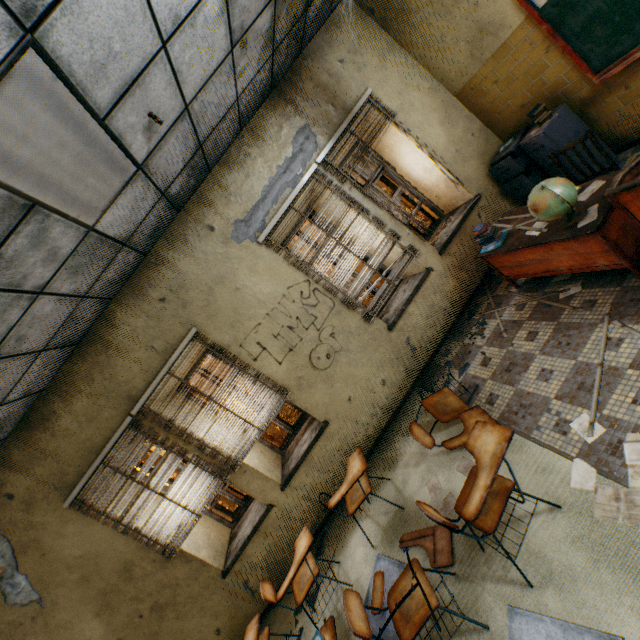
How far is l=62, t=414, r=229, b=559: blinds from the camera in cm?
394

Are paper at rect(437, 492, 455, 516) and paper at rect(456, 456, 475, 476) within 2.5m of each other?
yes

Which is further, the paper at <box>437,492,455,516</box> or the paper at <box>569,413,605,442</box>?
the paper at <box>437,492,455,516</box>

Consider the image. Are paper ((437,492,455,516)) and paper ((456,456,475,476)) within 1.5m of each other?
yes

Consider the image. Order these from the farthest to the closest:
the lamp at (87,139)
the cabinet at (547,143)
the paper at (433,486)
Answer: the cabinet at (547,143)
the paper at (433,486)
the lamp at (87,139)

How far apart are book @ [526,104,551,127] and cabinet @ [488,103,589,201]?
0.0 meters

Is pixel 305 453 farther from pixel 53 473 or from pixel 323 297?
pixel 53 473

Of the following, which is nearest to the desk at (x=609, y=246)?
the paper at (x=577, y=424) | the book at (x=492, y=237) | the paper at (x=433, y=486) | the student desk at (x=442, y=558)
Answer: the book at (x=492, y=237)
